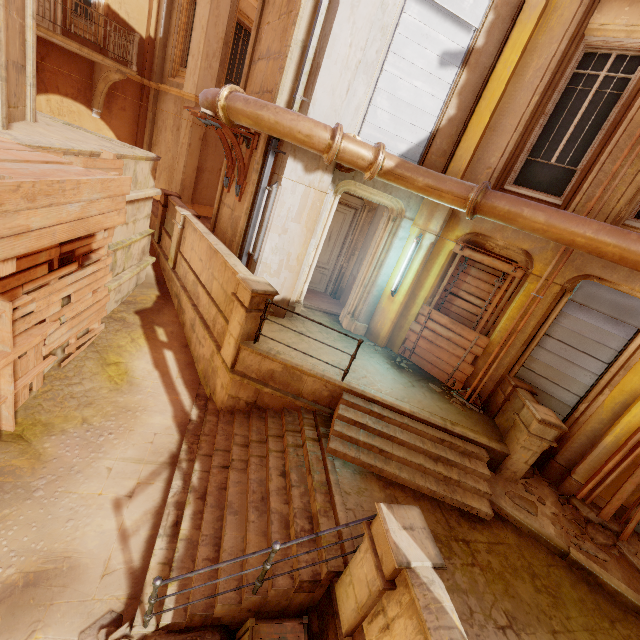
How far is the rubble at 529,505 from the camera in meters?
5.7 m

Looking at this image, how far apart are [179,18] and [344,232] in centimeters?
1153cm

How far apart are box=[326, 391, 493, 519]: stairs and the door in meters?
5.2 m

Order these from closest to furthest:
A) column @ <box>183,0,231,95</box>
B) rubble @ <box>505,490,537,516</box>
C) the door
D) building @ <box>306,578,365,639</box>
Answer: building @ <box>306,578,365,639</box> < rubble @ <box>505,490,537,516</box> < the door < column @ <box>183,0,231,95</box>

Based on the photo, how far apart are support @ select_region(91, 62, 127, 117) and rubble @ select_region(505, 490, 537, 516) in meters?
17.1

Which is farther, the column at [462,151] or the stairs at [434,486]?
the column at [462,151]

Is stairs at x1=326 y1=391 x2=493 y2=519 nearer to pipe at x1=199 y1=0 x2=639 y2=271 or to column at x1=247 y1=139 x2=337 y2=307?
column at x1=247 y1=139 x2=337 y2=307

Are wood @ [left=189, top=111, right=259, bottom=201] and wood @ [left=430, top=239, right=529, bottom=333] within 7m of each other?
yes
